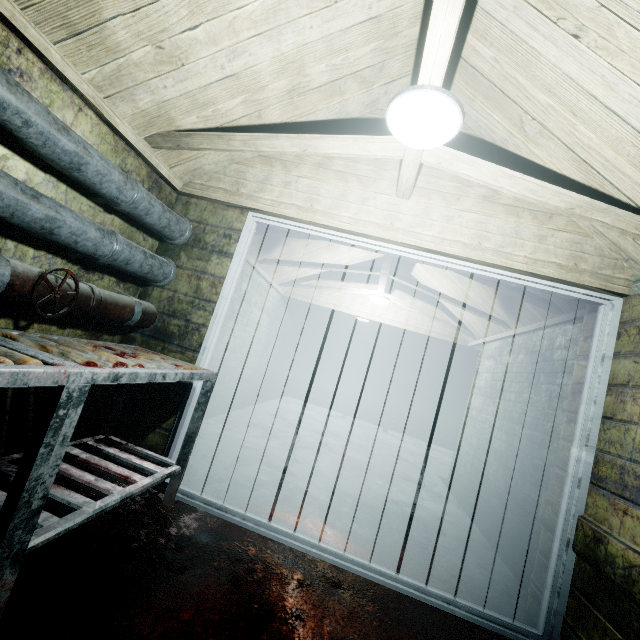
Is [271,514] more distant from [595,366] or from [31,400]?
[595,366]

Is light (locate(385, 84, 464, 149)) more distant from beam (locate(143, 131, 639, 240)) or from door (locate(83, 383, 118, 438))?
door (locate(83, 383, 118, 438))

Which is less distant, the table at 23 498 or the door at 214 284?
the table at 23 498

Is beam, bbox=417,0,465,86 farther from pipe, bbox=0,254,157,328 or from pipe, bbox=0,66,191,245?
pipe, bbox=0,254,157,328

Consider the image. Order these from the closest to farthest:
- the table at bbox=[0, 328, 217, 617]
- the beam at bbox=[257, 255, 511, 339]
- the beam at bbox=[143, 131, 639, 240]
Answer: the table at bbox=[0, 328, 217, 617] < the beam at bbox=[143, 131, 639, 240] < the beam at bbox=[257, 255, 511, 339]

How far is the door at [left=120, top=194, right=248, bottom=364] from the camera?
2.2m

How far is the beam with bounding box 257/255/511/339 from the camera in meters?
3.6

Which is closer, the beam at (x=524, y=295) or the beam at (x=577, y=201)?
the beam at (x=577, y=201)
